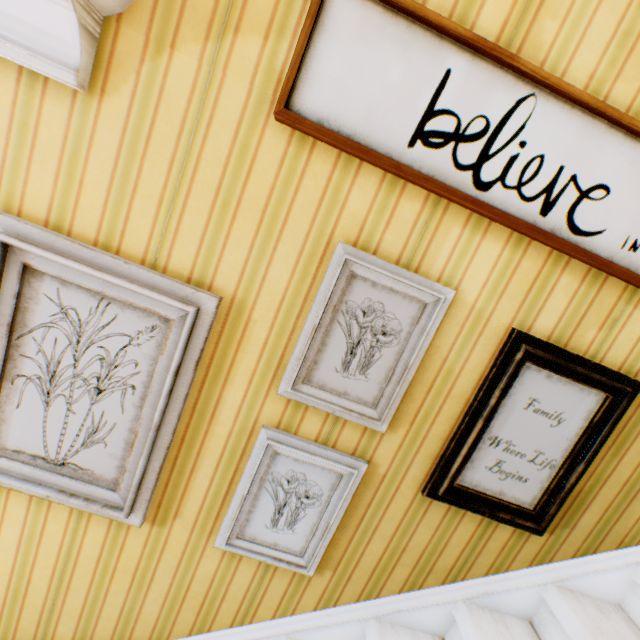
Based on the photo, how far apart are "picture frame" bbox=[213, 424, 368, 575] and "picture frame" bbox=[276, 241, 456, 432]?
0.17m

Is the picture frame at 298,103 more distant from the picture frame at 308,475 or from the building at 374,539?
the picture frame at 308,475

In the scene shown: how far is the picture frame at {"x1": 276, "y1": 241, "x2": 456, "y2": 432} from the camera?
1.10m

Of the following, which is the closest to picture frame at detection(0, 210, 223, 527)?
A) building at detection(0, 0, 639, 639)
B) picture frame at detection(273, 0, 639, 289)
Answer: building at detection(0, 0, 639, 639)

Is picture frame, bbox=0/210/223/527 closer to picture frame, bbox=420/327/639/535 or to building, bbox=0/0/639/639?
building, bbox=0/0/639/639

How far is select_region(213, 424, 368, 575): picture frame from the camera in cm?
125

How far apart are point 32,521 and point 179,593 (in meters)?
0.68

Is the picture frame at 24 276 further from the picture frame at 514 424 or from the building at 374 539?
the picture frame at 514 424
